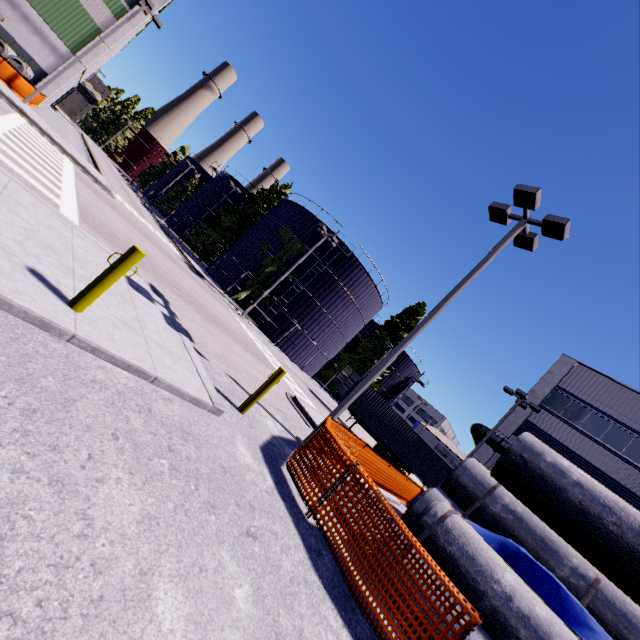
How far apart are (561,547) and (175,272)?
19.12m

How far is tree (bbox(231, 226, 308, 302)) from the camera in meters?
31.6

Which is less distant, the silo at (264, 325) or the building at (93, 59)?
the building at (93, 59)

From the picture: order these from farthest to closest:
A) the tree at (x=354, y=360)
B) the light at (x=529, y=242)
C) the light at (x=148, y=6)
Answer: the tree at (x=354, y=360)
the light at (x=148, y=6)
the light at (x=529, y=242)

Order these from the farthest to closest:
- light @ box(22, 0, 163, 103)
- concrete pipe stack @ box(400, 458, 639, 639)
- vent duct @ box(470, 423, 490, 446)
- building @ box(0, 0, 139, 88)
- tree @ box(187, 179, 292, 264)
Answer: tree @ box(187, 179, 292, 264)
building @ box(0, 0, 139, 88)
vent duct @ box(470, 423, 490, 446)
light @ box(22, 0, 163, 103)
concrete pipe stack @ box(400, 458, 639, 639)

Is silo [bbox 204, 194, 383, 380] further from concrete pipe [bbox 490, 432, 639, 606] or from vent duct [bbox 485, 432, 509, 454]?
concrete pipe [bbox 490, 432, 639, 606]

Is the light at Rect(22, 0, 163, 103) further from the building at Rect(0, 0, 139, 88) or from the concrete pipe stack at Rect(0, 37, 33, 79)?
the building at Rect(0, 0, 139, 88)

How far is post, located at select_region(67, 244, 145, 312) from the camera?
4.4 meters
